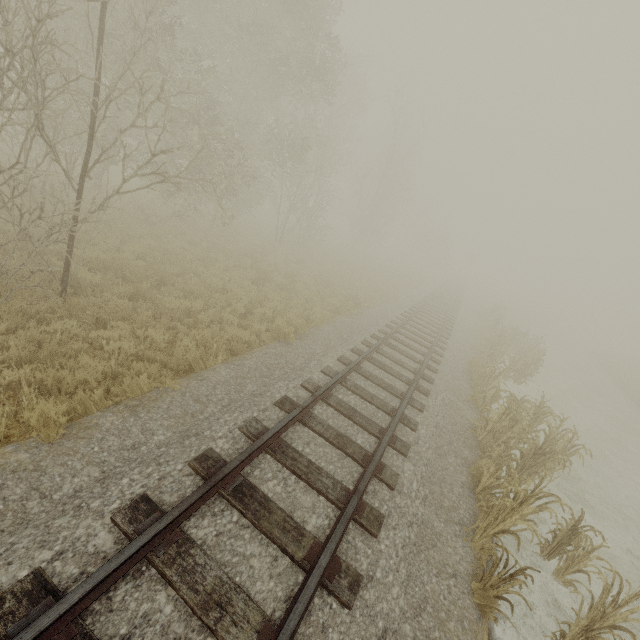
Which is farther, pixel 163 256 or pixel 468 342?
pixel 468 342
